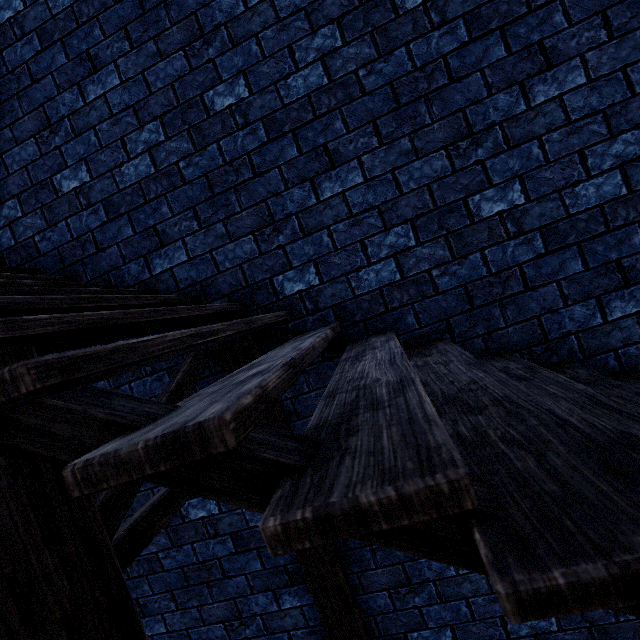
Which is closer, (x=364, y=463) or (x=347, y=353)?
(x=364, y=463)
